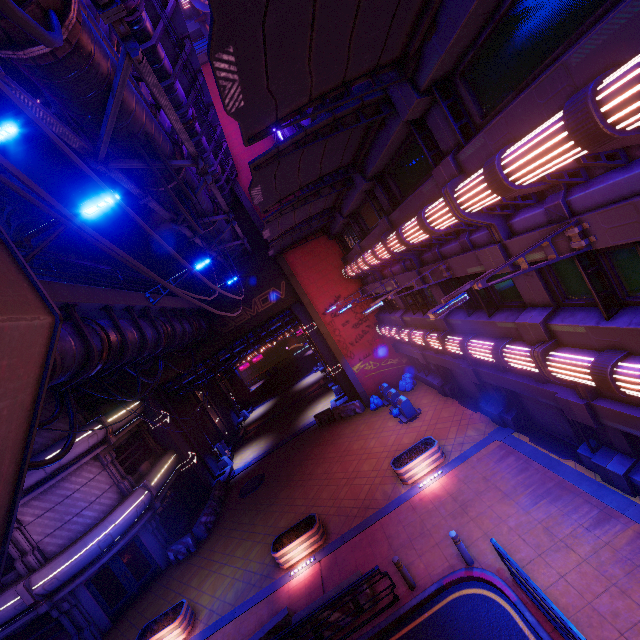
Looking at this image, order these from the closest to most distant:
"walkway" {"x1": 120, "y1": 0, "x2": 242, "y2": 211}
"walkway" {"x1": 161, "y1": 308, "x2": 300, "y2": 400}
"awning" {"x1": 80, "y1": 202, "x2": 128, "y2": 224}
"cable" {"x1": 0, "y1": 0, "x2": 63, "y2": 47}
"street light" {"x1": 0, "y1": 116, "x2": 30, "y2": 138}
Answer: "cable" {"x1": 0, "y1": 0, "x2": 63, "y2": 47}, "walkway" {"x1": 120, "y1": 0, "x2": 242, "y2": 211}, "street light" {"x1": 0, "y1": 116, "x2": 30, "y2": 138}, "awning" {"x1": 80, "y1": 202, "x2": 128, "y2": 224}, "walkway" {"x1": 161, "y1": 308, "x2": 300, "y2": 400}

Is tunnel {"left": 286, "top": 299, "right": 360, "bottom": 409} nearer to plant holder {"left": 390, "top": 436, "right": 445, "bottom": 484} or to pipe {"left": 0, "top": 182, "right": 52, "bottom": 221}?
pipe {"left": 0, "top": 182, "right": 52, "bottom": 221}

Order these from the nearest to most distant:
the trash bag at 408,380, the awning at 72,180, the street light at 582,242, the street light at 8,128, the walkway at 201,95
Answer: the street light at 582,242
the walkway at 201,95
the street light at 8,128
the awning at 72,180
the trash bag at 408,380

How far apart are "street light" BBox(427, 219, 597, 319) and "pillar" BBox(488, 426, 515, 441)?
9.54m

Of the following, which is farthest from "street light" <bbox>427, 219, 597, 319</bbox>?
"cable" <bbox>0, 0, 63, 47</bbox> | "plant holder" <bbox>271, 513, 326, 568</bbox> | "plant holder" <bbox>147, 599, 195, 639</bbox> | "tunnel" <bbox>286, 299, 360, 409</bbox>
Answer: "tunnel" <bbox>286, 299, 360, 409</bbox>

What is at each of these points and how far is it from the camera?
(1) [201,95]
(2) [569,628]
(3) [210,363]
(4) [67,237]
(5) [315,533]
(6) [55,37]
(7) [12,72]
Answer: (1) walkway, 13.3 meters
(2) railing, 6.0 meters
(3) walkway, 27.5 meters
(4) building, 22.5 meters
(5) plant holder, 13.1 meters
(6) cable, 3.3 meters
(7) awning, 9.3 meters

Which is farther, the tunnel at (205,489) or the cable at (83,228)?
the tunnel at (205,489)

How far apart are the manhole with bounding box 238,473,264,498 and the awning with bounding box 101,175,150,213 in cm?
1875
